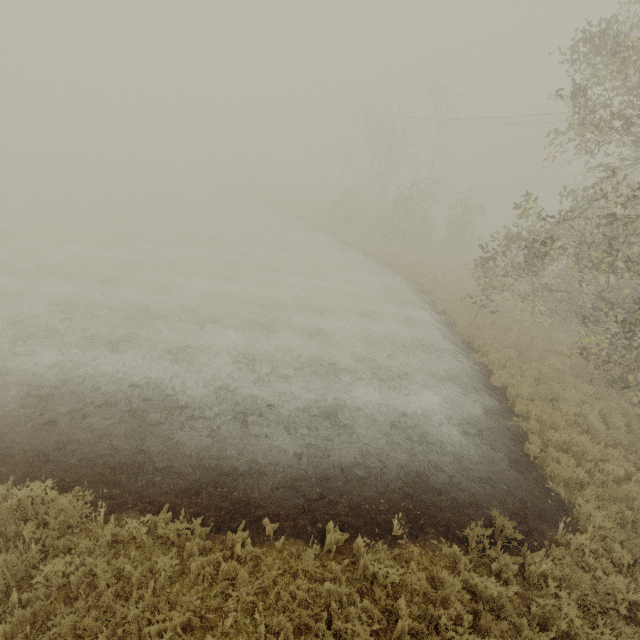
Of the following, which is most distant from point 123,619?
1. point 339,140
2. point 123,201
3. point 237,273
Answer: point 339,140
